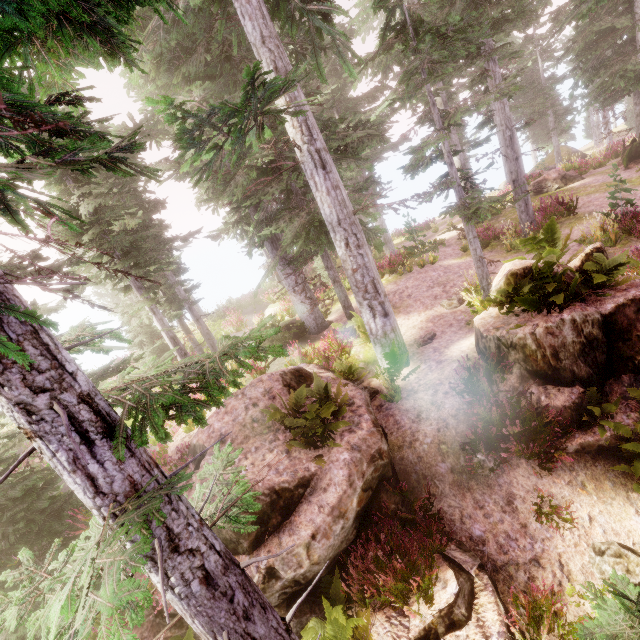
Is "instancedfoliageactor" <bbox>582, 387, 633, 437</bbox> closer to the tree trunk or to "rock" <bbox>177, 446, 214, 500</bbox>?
"rock" <bbox>177, 446, 214, 500</bbox>

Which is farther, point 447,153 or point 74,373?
point 447,153

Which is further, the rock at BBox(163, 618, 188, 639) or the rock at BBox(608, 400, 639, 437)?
the rock at BBox(608, 400, 639, 437)

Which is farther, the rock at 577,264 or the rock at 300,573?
the rock at 577,264

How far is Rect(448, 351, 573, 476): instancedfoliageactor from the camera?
6.1m

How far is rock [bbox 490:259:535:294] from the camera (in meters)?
7.08

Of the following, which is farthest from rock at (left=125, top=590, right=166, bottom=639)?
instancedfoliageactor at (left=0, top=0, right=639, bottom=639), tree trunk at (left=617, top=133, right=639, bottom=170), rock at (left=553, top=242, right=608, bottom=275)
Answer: tree trunk at (left=617, top=133, right=639, bottom=170)

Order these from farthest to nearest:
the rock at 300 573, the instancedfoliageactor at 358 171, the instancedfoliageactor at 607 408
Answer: the instancedfoliageactor at 607 408 → the rock at 300 573 → the instancedfoliageactor at 358 171
